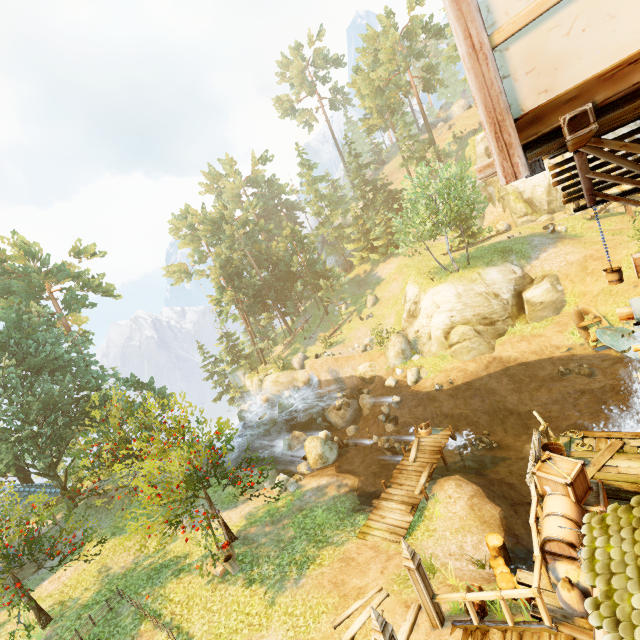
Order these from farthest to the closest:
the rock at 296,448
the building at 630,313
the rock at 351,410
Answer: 1. the rock at 351,410
2. the rock at 296,448
3. the building at 630,313

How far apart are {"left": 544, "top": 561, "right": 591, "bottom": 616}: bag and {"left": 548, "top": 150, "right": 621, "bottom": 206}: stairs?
7.7 meters

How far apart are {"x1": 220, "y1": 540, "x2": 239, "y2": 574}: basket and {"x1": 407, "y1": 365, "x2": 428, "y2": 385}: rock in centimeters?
1589cm

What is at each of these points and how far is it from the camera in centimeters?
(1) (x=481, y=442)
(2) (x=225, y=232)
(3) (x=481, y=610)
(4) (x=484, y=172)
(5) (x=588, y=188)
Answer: (1) rock, 1811cm
(2) tree, 4453cm
(3) barrel, 771cm
(4) wooden platform, 359cm
(5) stairs, 670cm

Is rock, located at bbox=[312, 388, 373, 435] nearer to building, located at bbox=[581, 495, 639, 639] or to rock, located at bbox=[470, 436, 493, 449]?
rock, located at bbox=[470, 436, 493, 449]

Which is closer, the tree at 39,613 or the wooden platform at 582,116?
the wooden platform at 582,116

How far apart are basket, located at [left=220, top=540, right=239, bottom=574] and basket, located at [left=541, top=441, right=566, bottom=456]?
11.7m

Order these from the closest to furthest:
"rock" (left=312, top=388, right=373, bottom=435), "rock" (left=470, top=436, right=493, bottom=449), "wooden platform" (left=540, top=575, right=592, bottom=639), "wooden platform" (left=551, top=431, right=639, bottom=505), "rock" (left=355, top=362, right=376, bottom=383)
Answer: "wooden platform" (left=540, top=575, right=592, bottom=639), "wooden platform" (left=551, top=431, right=639, bottom=505), "rock" (left=470, top=436, right=493, bottom=449), "rock" (left=312, top=388, right=373, bottom=435), "rock" (left=355, top=362, right=376, bottom=383)
